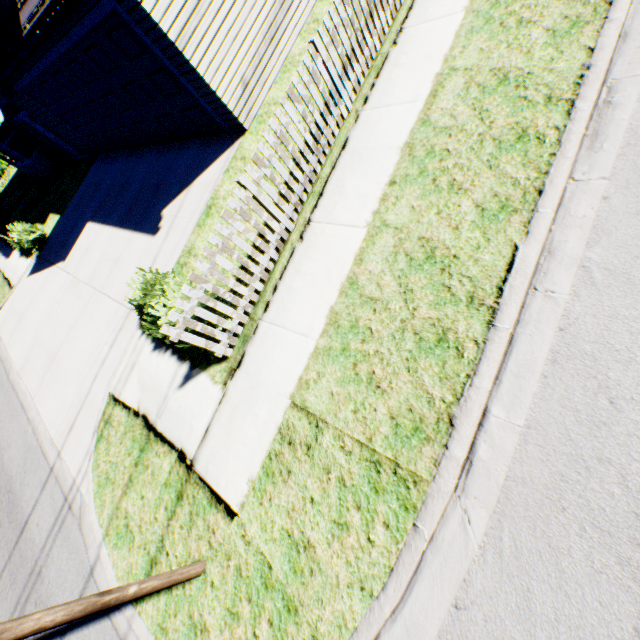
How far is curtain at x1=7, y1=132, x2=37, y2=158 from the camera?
15.53m

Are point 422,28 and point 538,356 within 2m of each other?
no

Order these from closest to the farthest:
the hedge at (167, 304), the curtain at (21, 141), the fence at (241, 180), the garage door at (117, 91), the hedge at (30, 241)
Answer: the fence at (241, 180)
the hedge at (167, 304)
the garage door at (117, 91)
the hedge at (30, 241)
the curtain at (21, 141)

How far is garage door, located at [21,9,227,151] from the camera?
6.8m

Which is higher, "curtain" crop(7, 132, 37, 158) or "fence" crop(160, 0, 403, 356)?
"curtain" crop(7, 132, 37, 158)

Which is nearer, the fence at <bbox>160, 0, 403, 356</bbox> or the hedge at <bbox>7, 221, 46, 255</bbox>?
the fence at <bbox>160, 0, 403, 356</bbox>

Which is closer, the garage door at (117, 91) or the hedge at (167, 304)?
the hedge at (167, 304)

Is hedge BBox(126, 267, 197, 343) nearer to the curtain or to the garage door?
the garage door
